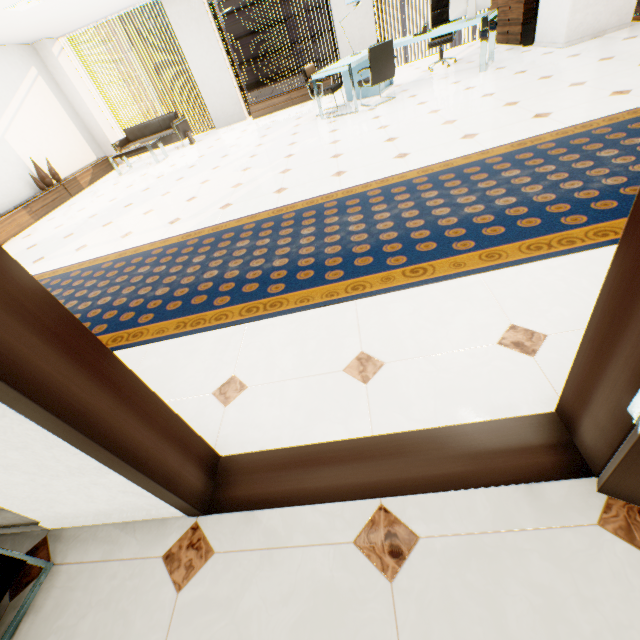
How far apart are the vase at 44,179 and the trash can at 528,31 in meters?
10.5 m

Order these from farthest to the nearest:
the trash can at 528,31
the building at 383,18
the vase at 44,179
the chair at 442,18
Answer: the building at 383,18
the vase at 44,179
the chair at 442,18
the trash can at 528,31

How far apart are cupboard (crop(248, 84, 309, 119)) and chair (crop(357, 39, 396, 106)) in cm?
287

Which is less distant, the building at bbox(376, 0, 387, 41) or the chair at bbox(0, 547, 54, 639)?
the chair at bbox(0, 547, 54, 639)

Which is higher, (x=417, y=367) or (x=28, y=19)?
(x=28, y=19)

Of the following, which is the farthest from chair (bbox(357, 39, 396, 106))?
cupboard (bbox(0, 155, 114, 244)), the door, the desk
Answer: cupboard (bbox(0, 155, 114, 244))

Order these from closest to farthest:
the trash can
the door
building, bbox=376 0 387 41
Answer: the door → the trash can → building, bbox=376 0 387 41

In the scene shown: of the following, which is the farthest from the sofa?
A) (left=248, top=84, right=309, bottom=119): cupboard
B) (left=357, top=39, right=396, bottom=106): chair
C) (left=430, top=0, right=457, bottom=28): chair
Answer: (left=430, top=0, right=457, bottom=28): chair
